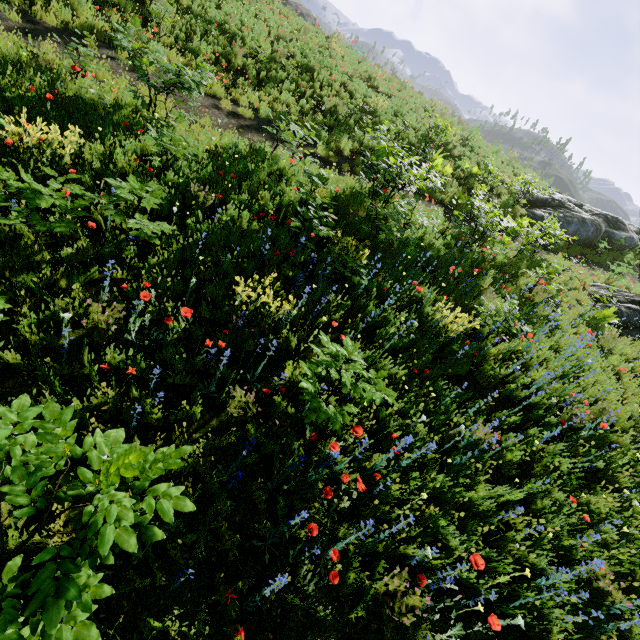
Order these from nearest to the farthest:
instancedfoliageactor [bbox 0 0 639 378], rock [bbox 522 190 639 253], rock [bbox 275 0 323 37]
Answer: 1. instancedfoliageactor [bbox 0 0 639 378]
2. rock [bbox 522 190 639 253]
3. rock [bbox 275 0 323 37]

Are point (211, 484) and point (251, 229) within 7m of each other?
yes

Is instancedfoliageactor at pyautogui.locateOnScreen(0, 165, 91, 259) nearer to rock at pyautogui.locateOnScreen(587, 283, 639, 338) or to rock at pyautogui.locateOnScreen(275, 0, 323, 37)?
rock at pyautogui.locateOnScreen(275, 0, 323, 37)

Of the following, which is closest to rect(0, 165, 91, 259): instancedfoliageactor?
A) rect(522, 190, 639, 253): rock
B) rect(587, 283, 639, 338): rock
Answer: rect(587, 283, 639, 338): rock

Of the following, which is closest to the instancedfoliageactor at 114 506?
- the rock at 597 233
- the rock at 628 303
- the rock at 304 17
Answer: the rock at 304 17

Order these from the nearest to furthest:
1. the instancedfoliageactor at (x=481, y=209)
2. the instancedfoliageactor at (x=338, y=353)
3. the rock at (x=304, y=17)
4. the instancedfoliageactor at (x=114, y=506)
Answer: the instancedfoliageactor at (x=114, y=506) → the instancedfoliageactor at (x=338, y=353) → the instancedfoliageactor at (x=481, y=209) → the rock at (x=304, y=17)

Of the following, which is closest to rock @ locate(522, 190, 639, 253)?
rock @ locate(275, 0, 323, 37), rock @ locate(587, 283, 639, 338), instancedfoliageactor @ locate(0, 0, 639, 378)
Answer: rock @ locate(587, 283, 639, 338)
